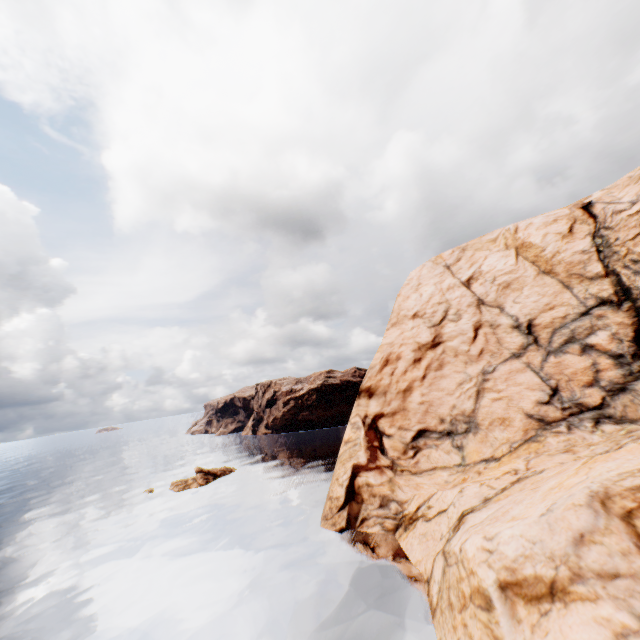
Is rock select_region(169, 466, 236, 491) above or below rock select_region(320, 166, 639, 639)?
below

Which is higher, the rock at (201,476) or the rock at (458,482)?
the rock at (458,482)

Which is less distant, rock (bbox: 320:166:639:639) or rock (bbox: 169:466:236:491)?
rock (bbox: 320:166:639:639)

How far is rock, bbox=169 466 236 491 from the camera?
47.3m

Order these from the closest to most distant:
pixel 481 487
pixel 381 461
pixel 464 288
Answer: pixel 481 487 → pixel 381 461 → pixel 464 288

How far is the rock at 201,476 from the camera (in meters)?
47.31
